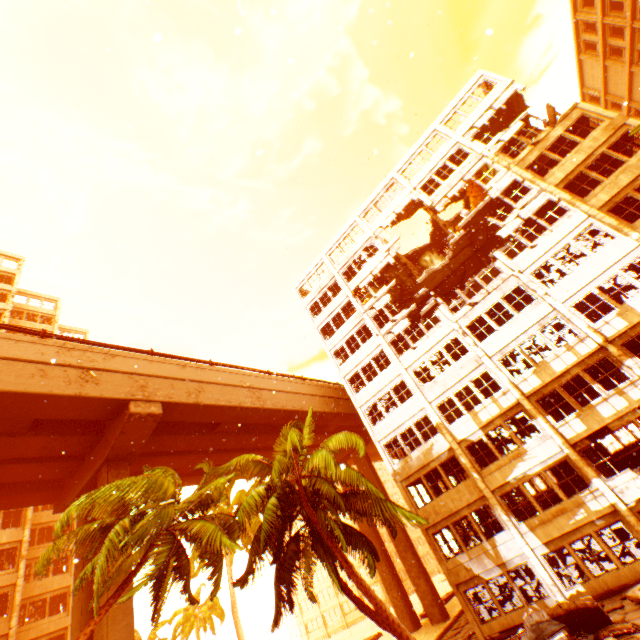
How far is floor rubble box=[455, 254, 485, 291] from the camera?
28.60m

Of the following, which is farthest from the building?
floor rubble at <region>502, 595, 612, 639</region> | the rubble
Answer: floor rubble at <region>502, 595, 612, 639</region>

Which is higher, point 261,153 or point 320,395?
point 261,153

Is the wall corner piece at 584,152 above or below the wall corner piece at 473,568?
above

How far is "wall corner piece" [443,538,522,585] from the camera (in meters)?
17.39

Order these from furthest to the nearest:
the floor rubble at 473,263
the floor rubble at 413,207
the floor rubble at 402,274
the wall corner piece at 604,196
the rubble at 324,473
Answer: the floor rubble at 402,274
the floor rubble at 413,207
the floor rubble at 473,263
the wall corner piece at 604,196
the rubble at 324,473

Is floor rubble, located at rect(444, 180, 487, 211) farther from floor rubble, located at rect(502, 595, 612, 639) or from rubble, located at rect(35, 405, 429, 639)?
floor rubble, located at rect(502, 595, 612, 639)
